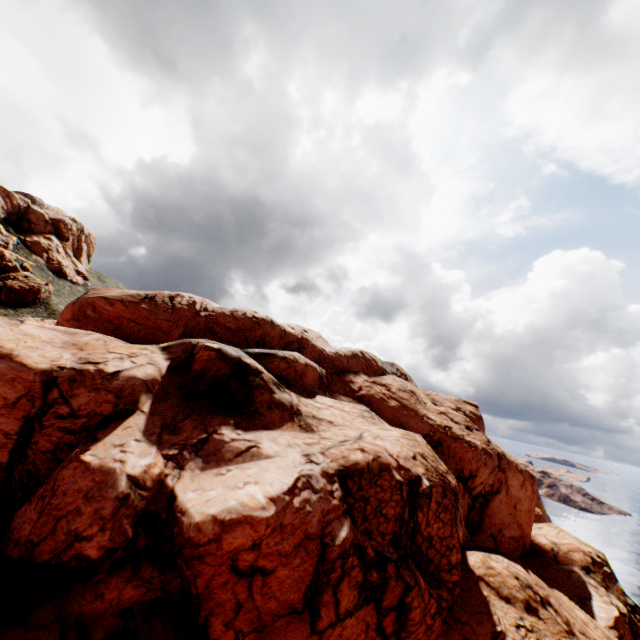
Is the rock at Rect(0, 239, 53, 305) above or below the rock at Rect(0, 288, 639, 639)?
above

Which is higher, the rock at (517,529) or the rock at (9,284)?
the rock at (9,284)

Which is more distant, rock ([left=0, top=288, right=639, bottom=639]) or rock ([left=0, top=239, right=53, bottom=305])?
rock ([left=0, top=239, right=53, bottom=305])

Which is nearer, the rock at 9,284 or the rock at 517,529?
the rock at 517,529

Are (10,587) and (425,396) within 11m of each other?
no
